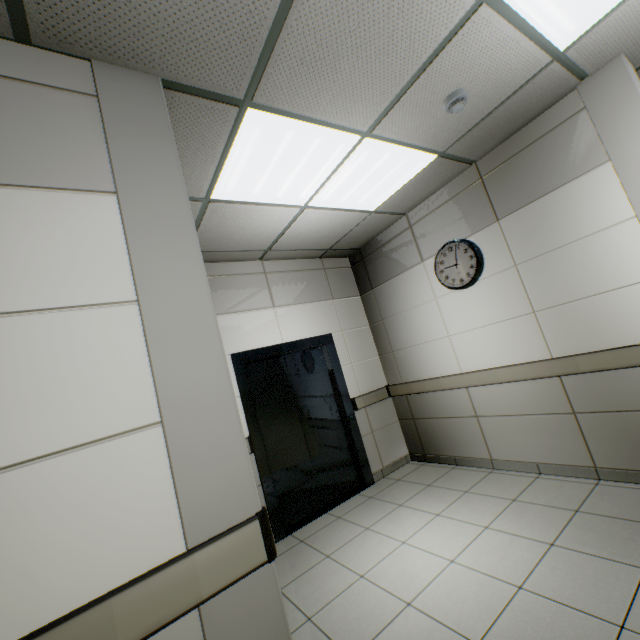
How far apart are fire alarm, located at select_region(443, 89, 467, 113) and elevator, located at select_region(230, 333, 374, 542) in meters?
2.9 m

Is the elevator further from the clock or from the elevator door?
the clock

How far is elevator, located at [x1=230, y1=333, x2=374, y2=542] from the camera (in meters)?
3.57

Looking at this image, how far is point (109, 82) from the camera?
1.5 meters

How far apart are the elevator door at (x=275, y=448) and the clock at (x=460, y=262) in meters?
1.8 m

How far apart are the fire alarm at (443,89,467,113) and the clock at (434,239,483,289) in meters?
1.5 m

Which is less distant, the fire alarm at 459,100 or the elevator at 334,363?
the fire alarm at 459,100

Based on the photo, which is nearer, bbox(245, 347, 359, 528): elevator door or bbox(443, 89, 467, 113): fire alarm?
bbox(443, 89, 467, 113): fire alarm
